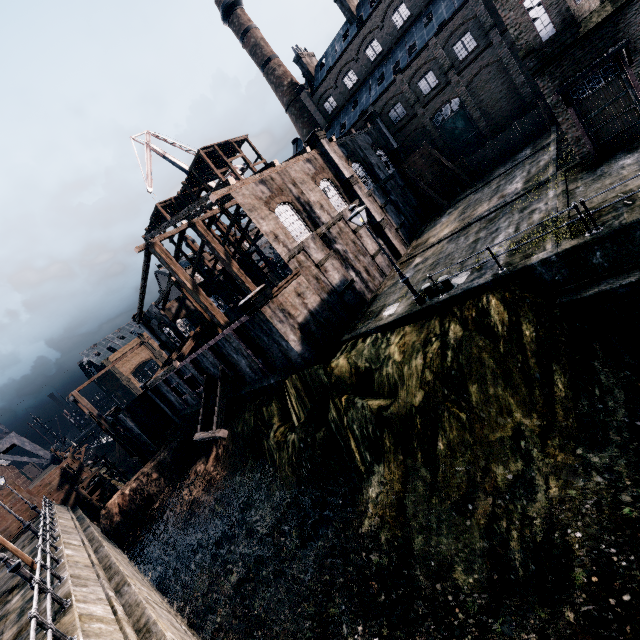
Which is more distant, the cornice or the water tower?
the water tower

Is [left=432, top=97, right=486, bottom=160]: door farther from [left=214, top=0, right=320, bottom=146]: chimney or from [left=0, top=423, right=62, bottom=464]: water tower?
[left=0, top=423, right=62, bottom=464]: water tower

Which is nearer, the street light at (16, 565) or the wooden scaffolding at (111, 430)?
the street light at (16, 565)

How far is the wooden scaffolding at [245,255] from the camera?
41.72m

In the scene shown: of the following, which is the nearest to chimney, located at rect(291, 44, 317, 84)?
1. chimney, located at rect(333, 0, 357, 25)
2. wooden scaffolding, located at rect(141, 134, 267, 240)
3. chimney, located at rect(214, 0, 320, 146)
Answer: chimney, located at rect(214, 0, 320, 146)

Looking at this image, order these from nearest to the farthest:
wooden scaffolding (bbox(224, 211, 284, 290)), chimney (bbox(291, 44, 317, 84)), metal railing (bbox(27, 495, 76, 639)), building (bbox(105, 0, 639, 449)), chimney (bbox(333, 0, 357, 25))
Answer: metal railing (bbox(27, 495, 76, 639)) → building (bbox(105, 0, 639, 449)) → wooden scaffolding (bbox(224, 211, 284, 290)) → chimney (bbox(333, 0, 357, 25)) → chimney (bbox(291, 44, 317, 84))

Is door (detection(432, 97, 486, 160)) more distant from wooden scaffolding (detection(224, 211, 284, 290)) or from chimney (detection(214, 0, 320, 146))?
chimney (detection(214, 0, 320, 146))

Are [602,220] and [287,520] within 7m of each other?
no
